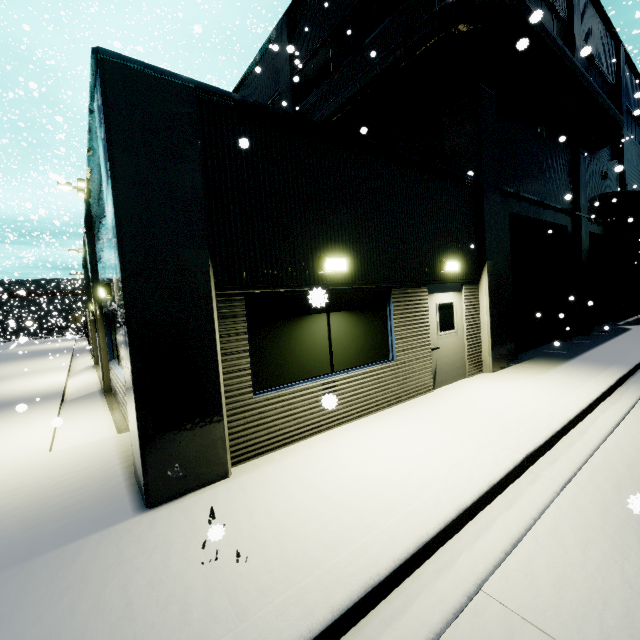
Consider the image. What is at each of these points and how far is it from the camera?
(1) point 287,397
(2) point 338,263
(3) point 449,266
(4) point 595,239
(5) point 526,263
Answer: (1) building, 4.9m
(2) light, 5.3m
(3) light, 7.2m
(4) roll-up door, 16.2m
(5) roll-up door, 10.9m

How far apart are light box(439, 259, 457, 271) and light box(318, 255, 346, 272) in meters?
3.0

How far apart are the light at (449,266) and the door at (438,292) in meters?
0.2 m

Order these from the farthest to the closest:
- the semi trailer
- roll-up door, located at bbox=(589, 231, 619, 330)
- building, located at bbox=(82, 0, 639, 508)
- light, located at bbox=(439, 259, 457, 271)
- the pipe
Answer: the semi trailer, roll-up door, located at bbox=(589, 231, 619, 330), the pipe, light, located at bbox=(439, 259, 457, 271), building, located at bbox=(82, 0, 639, 508)

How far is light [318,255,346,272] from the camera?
5.14m

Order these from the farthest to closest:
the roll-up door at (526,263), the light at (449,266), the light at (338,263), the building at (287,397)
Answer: the roll-up door at (526,263), the light at (449,266), the light at (338,263), the building at (287,397)

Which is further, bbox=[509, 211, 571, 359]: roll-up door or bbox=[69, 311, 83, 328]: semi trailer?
bbox=[69, 311, 83, 328]: semi trailer
